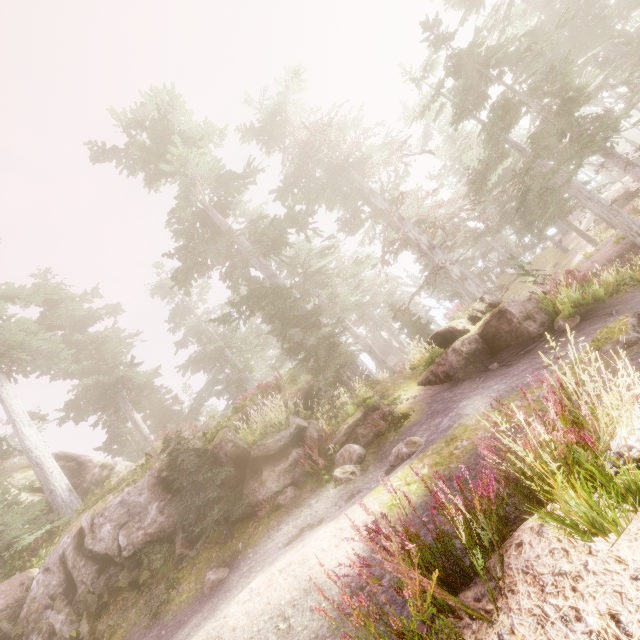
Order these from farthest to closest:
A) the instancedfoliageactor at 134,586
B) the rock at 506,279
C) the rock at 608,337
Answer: the rock at 506,279 → the instancedfoliageactor at 134,586 → the rock at 608,337

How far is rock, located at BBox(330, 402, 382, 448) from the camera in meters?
9.5

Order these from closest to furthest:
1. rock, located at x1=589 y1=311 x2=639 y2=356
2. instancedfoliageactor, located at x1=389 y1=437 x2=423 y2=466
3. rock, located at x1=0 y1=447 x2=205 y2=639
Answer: rock, located at x1=589 y1=311 x2=639 y2=356
instancedfoliageactor, located at x1=389 y1=437 x2=423 y2=466
rock, located at x1=0 y1=447 x2=205 y2=639

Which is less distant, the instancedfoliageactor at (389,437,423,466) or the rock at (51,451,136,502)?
the instancedfoliageactor at (389,437,423,466)

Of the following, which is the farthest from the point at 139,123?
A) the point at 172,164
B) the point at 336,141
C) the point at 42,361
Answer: the point at 42,361

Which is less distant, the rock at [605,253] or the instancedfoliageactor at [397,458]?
the instancedfoliageactor at [397,458]

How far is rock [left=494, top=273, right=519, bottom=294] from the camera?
36.3m
